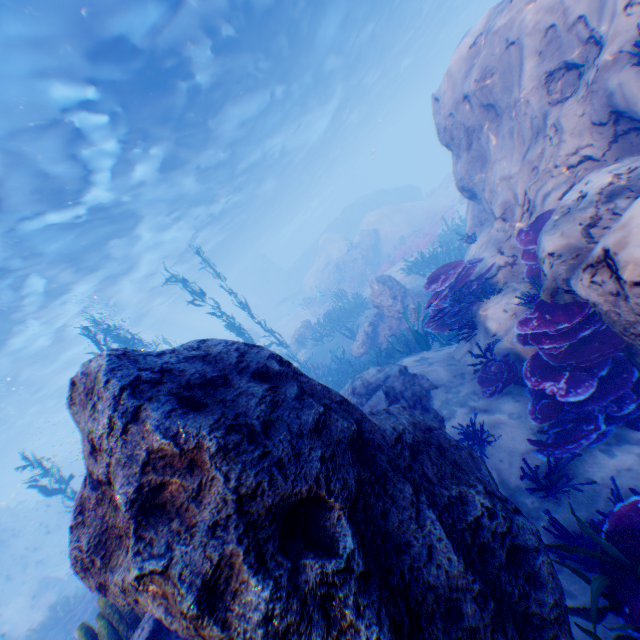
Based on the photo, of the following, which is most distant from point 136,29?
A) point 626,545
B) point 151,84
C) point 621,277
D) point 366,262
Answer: point 366,262

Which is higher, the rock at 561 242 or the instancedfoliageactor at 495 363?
the rock at 561 242

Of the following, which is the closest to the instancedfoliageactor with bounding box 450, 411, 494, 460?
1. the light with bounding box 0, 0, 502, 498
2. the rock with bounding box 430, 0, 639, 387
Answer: the rock with bounding box 430, 0, 639, 387

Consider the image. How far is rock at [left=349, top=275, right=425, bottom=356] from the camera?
12.5m

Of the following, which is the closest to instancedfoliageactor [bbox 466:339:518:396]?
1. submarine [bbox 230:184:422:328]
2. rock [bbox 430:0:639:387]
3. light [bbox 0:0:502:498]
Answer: rock [bbox 430:0:639:387]

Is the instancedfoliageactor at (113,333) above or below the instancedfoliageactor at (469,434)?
above

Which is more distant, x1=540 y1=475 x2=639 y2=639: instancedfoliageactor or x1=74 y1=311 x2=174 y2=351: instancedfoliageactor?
x1=74 y1=311 x2=174 y2=351: instancedfoliageactor

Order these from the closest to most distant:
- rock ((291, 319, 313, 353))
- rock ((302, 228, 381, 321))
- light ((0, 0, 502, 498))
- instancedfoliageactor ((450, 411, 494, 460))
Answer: instancedfoliageactor ((450, 411, 494, 460)) < light ((0, 0, 502, 498)) < rock ((291, 319, 313, 353)) < rock ((302, 228, 381, 321))
